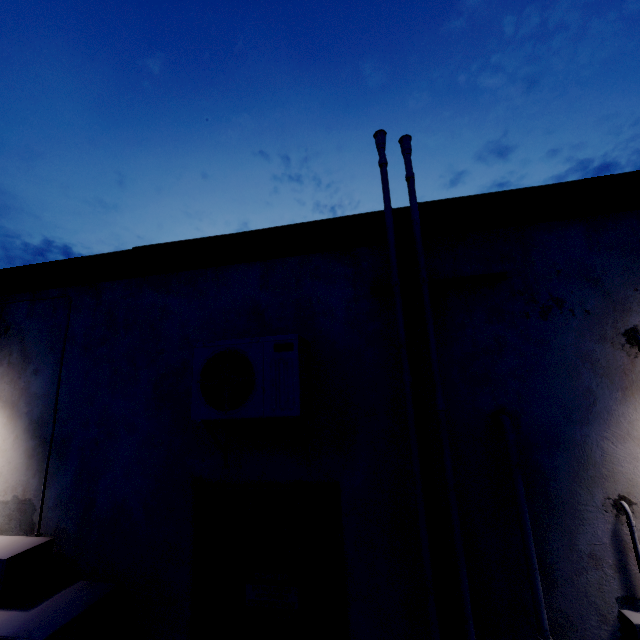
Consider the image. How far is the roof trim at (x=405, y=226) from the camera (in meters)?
2.54

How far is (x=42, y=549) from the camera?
2.5 meters

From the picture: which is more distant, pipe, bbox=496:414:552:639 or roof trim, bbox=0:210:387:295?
roof trim, bbox=0:210:387:295

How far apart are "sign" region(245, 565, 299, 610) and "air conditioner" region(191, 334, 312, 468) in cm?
75

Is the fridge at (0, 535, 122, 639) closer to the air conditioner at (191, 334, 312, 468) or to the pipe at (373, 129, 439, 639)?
the air conditioner at (191, 334, 312, 468)

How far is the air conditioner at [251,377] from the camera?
2.1 meters

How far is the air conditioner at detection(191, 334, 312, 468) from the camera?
2.1 meters

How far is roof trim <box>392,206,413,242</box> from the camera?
2.5m
